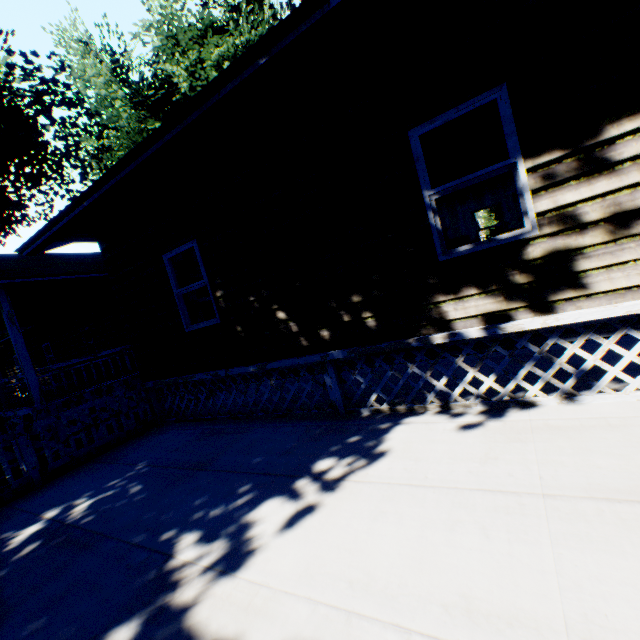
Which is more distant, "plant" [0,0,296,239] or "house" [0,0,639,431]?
"plant" [0,0,296,239]

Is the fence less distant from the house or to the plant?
the house

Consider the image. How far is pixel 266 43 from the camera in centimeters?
312cm

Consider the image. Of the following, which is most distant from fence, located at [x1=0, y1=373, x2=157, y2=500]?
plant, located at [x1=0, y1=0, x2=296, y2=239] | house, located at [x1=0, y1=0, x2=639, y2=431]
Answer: plant, located at [x1=0, y1=0, x2=296, y2=239]

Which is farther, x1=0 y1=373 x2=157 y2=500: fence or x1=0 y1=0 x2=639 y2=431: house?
x1=0 y1=373 x2=157 y2=500: fence

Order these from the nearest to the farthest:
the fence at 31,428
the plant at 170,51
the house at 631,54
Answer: the house at 631,54, the fence at 31,428, the plant at 170,51

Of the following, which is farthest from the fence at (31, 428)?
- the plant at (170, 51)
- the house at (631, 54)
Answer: the plant at (170, 51)
